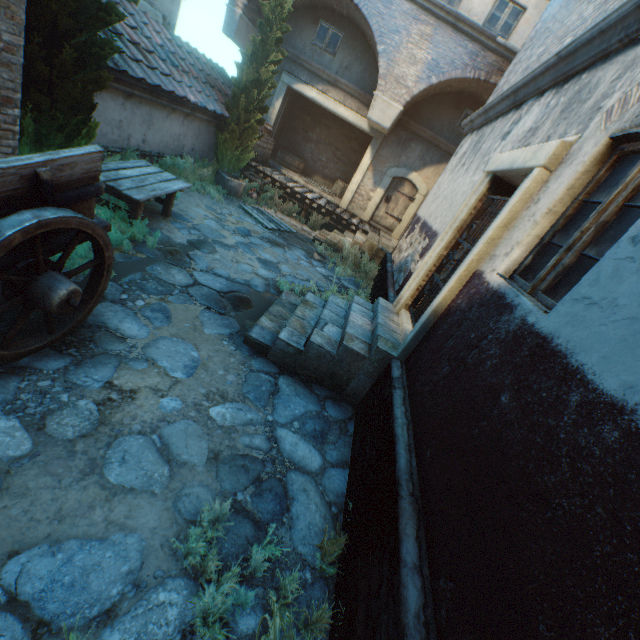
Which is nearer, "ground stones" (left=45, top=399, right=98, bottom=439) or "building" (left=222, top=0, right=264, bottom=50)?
"ground stones" (left=45, top=399, right=98, bottom=439)

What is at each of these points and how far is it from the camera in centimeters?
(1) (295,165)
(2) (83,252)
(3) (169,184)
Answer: (1) cask, 1489cm
(2) plants, 420cm
(3) table, 629cm

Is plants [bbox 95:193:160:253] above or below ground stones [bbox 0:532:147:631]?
above

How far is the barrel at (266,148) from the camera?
12.12m

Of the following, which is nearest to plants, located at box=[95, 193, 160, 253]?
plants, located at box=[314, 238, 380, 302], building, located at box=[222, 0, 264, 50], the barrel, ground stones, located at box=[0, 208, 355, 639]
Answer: ground stones, located at box=[0, 208, 355, 639]

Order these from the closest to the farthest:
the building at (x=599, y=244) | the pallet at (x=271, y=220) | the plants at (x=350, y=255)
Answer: the building at (x=599, y=244) → the plants at (x=350, y=255) → the pallet at (x=271, y=220)

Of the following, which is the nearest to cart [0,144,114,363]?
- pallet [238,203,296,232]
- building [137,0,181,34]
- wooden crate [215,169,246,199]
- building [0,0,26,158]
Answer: building [0,0,26,158]

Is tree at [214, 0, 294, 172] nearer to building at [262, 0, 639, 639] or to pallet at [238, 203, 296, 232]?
building at [262, 0, 639, 639]
